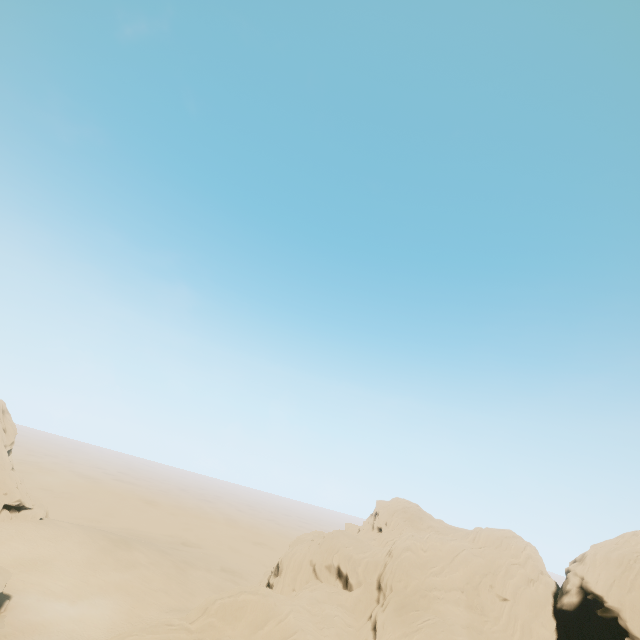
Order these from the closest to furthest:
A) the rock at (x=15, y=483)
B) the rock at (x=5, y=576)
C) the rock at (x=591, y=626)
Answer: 1. the rock at (x=591, y=626)
2. the rock at (x=5, y=576)
3. the rock at (x=15, y=483)

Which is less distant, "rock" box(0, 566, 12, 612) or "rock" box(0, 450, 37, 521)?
"rock" box(0, 566, 12, 612)

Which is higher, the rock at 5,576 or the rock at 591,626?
the rock at 591,626

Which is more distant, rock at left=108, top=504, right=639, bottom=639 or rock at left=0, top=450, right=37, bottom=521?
rock at left=0, top=450, right=37, bottom=521

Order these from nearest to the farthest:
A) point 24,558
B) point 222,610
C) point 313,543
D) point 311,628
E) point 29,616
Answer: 1. point 222,610
2. point 311,628
3. point 29,616
4. point 24,558
5. point 313,543

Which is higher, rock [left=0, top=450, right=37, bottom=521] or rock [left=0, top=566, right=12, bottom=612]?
rock [left=0, top=450, right=37, bottom=521]

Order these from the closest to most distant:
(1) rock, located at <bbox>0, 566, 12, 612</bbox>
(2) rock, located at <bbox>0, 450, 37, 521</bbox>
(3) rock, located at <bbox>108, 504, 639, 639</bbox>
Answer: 1. (3) rock, located at <bbox>108, 504, 639, 639</bbox>
2. (1) rock, located at <bbox>0, 566, 12, 612</bbox>
3. (2) rock, located at <bbox>0, 450, 37, 521</bbox>
